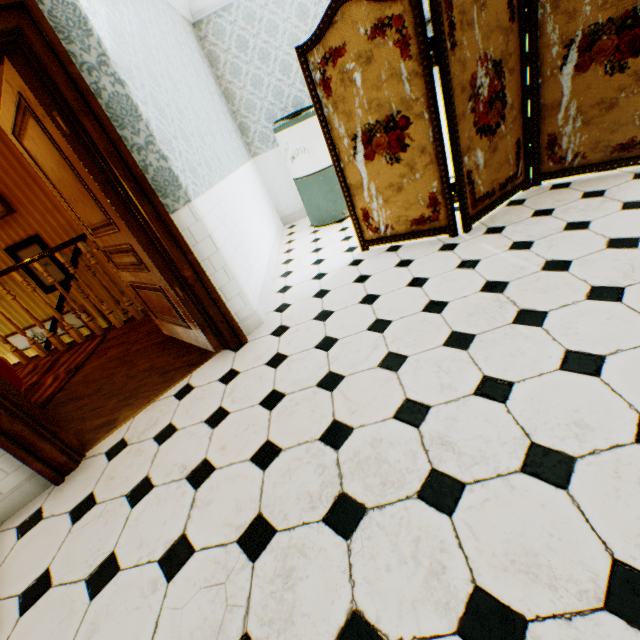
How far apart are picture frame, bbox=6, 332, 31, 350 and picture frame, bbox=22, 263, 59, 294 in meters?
0.4

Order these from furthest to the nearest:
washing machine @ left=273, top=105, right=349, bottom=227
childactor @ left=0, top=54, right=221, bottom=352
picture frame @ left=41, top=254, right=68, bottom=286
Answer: picture frame @ left=41, top=254, right=68, bottom=286, washing machine @ left=273, top=105, right=349, bottom=227, childactor @ left=0, top=54, right=221, bottom=352

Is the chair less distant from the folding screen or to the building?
the building

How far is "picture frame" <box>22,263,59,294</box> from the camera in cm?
605

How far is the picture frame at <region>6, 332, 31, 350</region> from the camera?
6.8 meters

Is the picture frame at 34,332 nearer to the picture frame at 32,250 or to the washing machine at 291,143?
the picture frame at 32,250

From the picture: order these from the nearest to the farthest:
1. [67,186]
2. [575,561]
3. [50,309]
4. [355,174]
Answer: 1. [575,561]
2. [67,186]
3. [355,174]
4. [50,309]

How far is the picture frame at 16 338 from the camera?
6.80m
